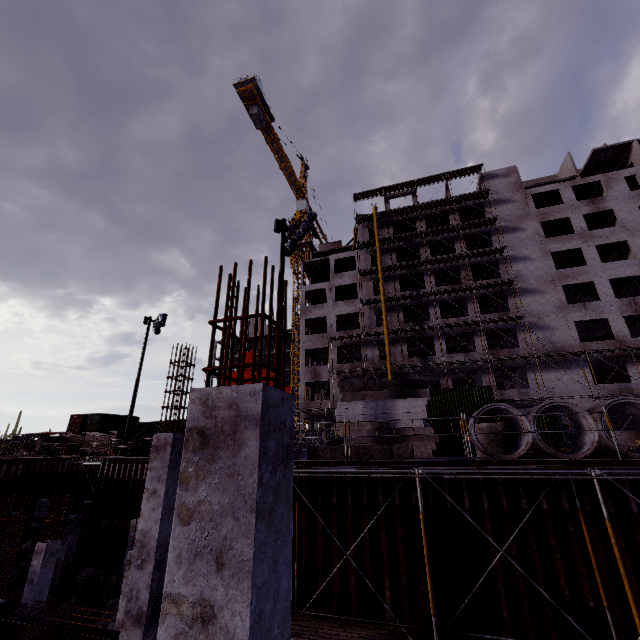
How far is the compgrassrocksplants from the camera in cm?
1830

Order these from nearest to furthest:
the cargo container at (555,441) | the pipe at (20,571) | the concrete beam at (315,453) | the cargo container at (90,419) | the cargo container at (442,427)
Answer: the concrete beam at (315,453), the pipe at (20,571), the cargo container at (555,441), the cargo container at (442,427), the cargo container at (90,419)

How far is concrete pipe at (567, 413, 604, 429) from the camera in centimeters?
954cm

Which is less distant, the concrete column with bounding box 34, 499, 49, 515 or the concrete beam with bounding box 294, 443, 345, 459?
the concrete beam with bounding box 294, 443, 345, 459

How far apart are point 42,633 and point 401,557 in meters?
9.1

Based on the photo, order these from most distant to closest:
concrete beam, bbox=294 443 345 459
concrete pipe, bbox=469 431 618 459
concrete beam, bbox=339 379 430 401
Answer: concrete beam, bbox=339 379 430 401
concrete beam, bbox=294 443 345 459
concrete pipe, bbox=469 431 618 459

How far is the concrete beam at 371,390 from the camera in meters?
14.8 m

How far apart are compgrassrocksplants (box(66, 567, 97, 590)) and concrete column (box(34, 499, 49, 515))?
10.5m
